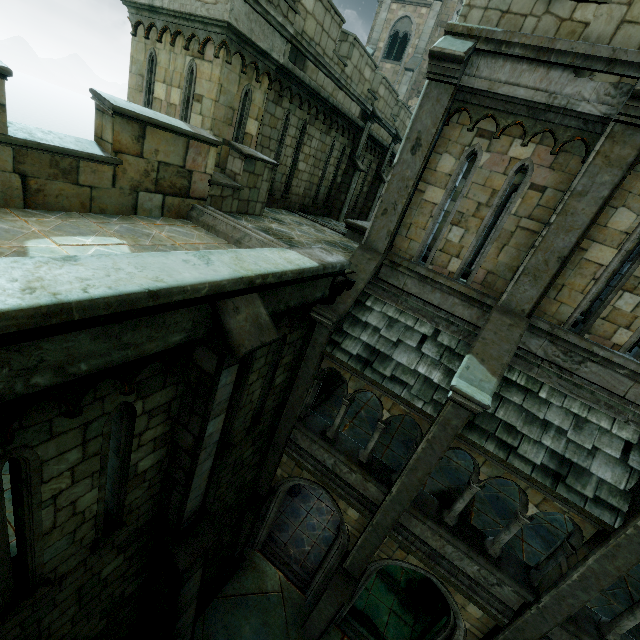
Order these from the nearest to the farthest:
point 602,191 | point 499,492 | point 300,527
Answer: point 602,191, point 499,492, point 300,527

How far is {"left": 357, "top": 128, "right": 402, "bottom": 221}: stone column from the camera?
16.6m

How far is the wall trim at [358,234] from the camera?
10.79m

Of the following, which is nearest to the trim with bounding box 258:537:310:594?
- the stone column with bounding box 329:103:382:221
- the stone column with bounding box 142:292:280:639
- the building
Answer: the building

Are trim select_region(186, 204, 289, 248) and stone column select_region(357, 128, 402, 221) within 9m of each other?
no

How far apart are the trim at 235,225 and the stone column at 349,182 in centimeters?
839cm

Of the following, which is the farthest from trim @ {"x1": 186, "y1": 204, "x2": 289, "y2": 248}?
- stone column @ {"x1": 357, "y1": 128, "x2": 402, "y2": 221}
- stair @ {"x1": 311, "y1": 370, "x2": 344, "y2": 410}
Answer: stone column @ {"x1": 357, "y1": 128, "x2": 402, "y2": 221}

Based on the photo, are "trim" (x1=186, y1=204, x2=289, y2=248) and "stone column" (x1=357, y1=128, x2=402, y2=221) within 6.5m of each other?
no
